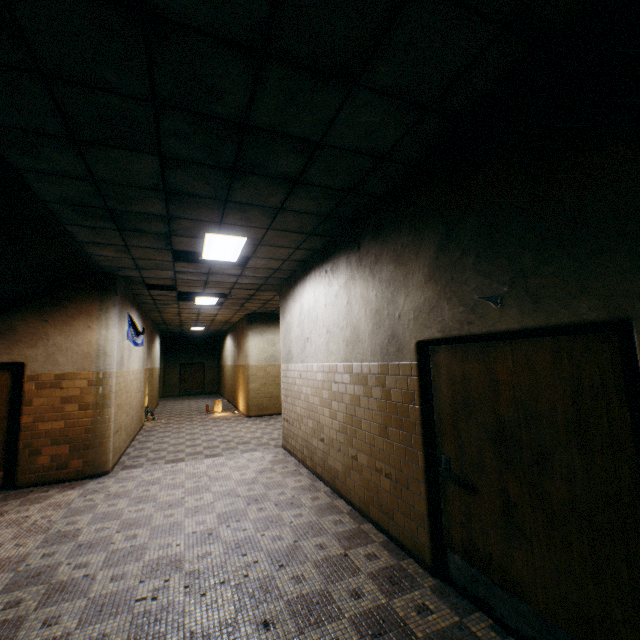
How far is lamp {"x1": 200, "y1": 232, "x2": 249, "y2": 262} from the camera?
4.96m

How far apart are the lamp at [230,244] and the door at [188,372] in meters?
18.5 m

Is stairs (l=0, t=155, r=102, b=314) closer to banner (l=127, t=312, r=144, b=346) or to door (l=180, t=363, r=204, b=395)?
banner (l=127, t=312, r=144, b=346)

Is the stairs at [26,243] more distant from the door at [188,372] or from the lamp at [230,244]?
the door at [188,372]

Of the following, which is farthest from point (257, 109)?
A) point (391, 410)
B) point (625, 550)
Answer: point (625, 550)

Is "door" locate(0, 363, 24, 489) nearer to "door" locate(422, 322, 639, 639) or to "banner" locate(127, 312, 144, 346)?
"banner" locate(127, 312, 144, 346)

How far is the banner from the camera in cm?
797

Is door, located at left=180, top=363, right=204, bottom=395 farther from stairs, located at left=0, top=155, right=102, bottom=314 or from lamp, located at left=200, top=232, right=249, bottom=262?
lamp, located at left=200, top=232, right=249, bottom=262
